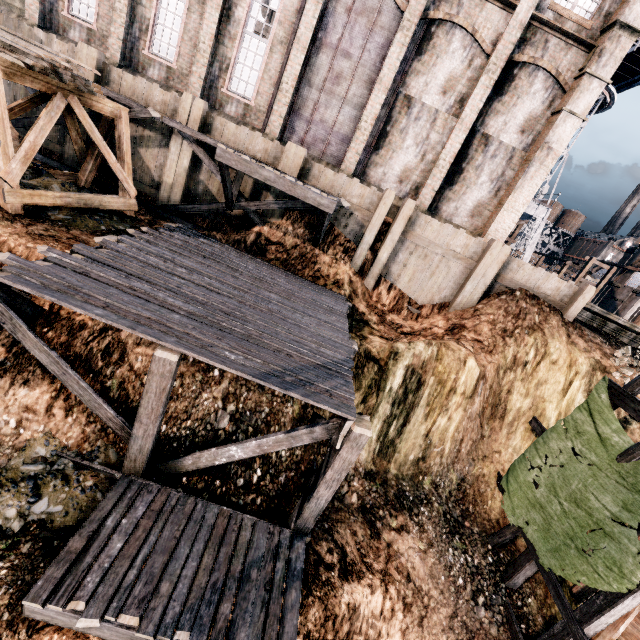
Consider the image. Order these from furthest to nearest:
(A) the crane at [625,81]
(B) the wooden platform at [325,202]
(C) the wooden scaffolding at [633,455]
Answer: (A) the crane at [625,81], (B) the wooden platform at [325,202], (C) the wooden scaffolding at [633,455]

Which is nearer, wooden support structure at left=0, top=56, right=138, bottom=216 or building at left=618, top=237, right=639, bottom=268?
wooden support structure at left=0, top=56, right=138, bottom=216

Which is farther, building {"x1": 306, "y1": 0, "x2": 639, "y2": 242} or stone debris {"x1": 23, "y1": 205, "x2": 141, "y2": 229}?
building {"x1": 306, "y1": 0, "x2": 639, "y2": 242}

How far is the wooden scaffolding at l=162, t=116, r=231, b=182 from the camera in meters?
14.3 m

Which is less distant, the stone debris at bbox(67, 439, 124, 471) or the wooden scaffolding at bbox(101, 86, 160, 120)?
the stone debris at bbox(67, 439, 124, 471)

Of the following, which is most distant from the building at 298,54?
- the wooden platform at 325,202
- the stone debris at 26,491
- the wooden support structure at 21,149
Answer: the stone debris at 26,491

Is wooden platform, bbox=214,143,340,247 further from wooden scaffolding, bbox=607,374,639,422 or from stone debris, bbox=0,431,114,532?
wooden scaffolding, bbox=607,374,639,422

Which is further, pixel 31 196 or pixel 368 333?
pixel 368 333
